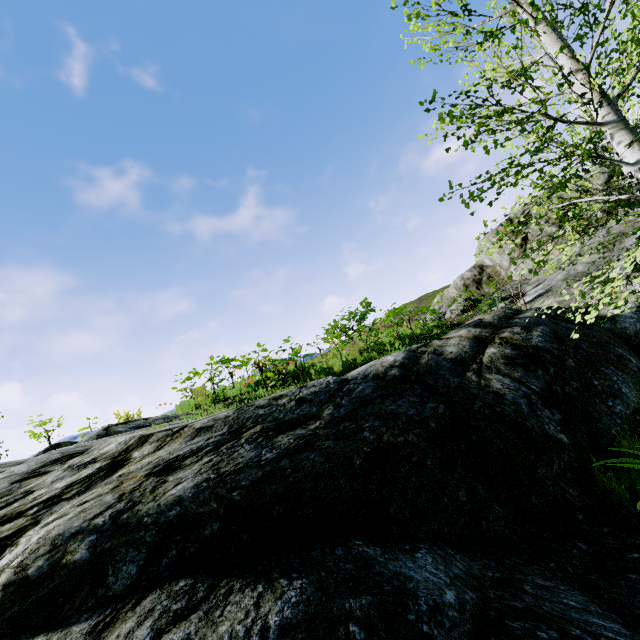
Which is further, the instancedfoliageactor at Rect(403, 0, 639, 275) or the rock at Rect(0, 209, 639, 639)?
the instancedfoliageactor at Rect(403, 0, 639, 275)

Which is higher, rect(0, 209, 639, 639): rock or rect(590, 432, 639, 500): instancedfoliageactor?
rect(0, 209, 639, 639): rock

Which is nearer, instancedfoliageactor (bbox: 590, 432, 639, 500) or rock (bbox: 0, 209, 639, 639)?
rock (bbox: 0, 209, 639, 639)

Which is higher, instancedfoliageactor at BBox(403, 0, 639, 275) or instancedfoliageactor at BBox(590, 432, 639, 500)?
instancedfoliageactor at BBox(403, 0, 639, 275)

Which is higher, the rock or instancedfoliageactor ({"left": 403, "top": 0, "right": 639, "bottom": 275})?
instancedfoliageactor ({"left": 403, "top": 0, "right": 639, "bottom": 275})

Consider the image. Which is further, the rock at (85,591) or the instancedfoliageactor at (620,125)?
the instancedfoliageactor at (620,125)

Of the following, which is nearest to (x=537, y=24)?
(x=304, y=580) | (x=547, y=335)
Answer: (x=547, y=335)

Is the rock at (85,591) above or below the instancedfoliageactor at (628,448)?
above
